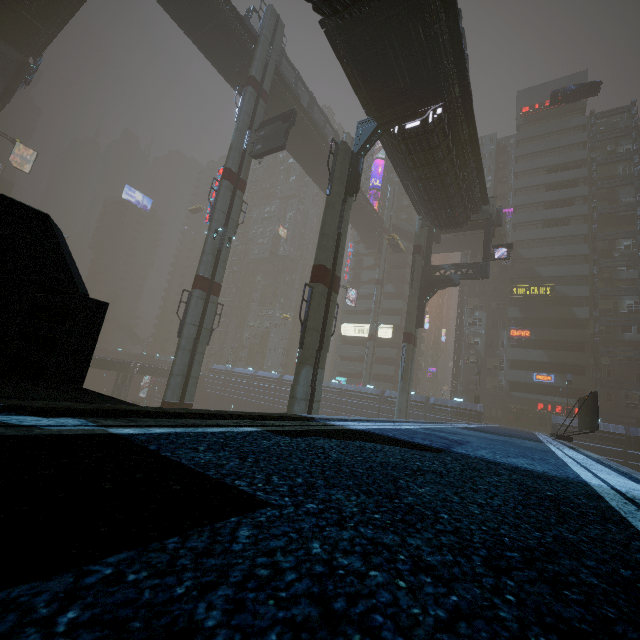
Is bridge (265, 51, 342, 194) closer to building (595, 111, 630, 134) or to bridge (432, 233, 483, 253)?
building (595, 111, 630, 134)

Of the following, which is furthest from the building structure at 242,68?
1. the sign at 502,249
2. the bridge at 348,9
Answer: the sign at 502,249

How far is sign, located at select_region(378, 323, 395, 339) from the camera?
56.2 meters

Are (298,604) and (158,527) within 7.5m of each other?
yes

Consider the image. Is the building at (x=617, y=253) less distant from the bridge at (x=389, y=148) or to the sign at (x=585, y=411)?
the bridge at (x=389, y=148)

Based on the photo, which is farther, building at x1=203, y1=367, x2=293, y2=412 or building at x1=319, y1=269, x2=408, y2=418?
building at x1=203, y1=367, x2=293, y2=412

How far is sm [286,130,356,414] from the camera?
16.4 meters

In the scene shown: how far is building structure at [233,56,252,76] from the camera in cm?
2948
